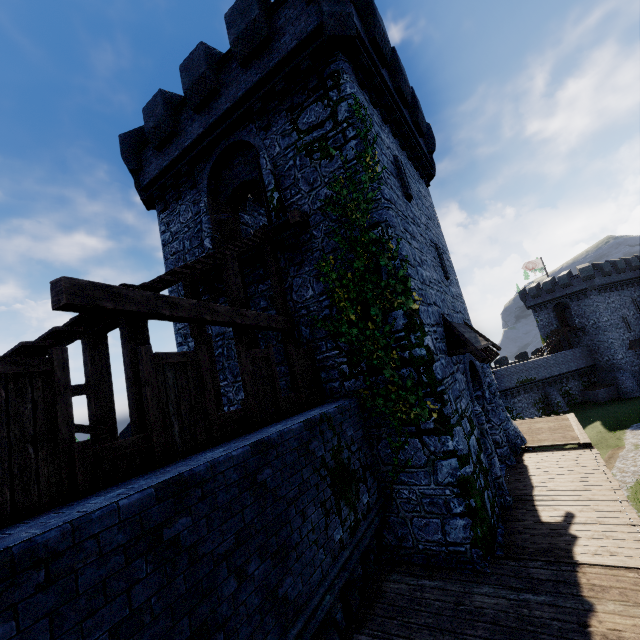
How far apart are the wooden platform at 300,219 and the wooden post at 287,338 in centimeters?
279cm

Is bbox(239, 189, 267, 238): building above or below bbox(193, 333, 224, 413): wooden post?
above

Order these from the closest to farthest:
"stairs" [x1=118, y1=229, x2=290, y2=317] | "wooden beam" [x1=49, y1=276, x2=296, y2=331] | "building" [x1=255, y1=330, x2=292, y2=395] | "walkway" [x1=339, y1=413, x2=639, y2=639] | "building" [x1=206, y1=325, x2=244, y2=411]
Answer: "wooden beam" [x1=49, y1=276, x2=296, y2=331]
"walkway" [x1=339, y1=413, x2=639, y2=639]
"stairs" [x1=118, y1=229, x2=290, y2=317]
"building" [x1=255, y1=330, x2=292, y2=395]
"building" [x1=206, y1=325, x2=244, y2=411]

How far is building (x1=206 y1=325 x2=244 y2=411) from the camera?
11.1m

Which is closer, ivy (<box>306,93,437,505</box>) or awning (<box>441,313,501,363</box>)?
ivy (<box>306,93,437,505</box>)

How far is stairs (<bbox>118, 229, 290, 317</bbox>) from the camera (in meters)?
6.18

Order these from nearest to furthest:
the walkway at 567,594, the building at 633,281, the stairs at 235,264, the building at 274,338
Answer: the walkway at 567,594 < the stairs at 235,264 < the building at 274,338 < the building at 633,281

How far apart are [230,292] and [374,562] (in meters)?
7.45
